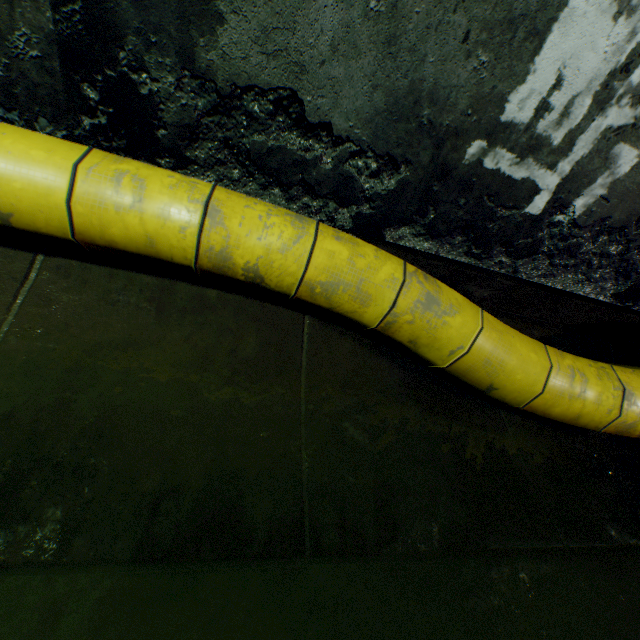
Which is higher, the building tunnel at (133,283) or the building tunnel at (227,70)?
the building tunnel at (227,70)

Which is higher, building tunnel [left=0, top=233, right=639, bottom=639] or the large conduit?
the large conduit

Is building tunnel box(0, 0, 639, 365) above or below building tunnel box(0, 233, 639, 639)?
above

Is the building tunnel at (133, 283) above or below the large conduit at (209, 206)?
below

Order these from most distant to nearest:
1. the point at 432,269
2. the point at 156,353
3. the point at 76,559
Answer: the point at 432,269
the point at 156,353
the point at 76,559
